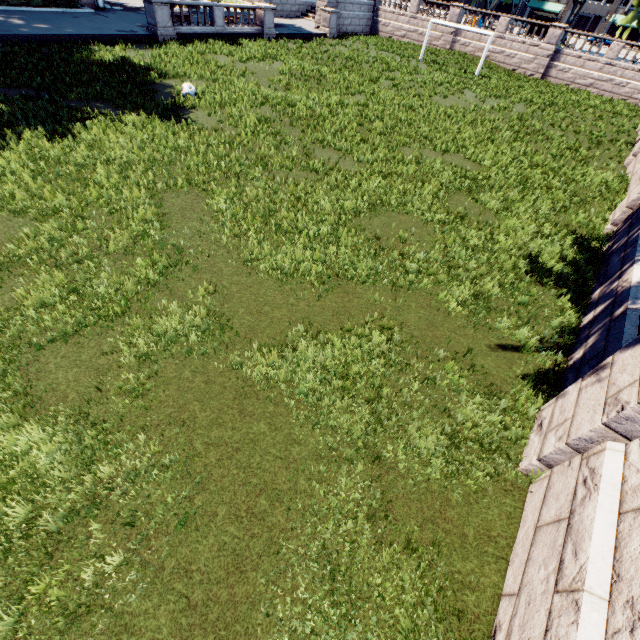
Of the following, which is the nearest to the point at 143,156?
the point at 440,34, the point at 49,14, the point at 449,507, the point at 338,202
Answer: the point at 338,202
